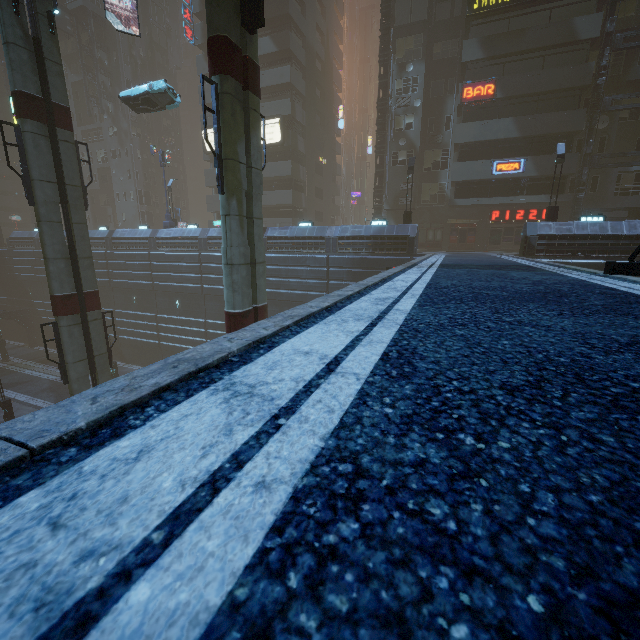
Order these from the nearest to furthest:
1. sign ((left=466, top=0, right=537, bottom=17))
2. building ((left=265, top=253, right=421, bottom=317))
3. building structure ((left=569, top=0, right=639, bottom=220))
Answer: building ((left=265, top=253, right=421, bottom=317)), building structure ((left=569, top=0, right=639, bottom=220)), sign ((left=466, top=0, right=537, bottom=17))

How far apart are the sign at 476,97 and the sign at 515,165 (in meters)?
4.37

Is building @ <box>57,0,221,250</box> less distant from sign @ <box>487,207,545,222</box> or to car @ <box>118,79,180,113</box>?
sign @ <box>487,207,545,222</box>

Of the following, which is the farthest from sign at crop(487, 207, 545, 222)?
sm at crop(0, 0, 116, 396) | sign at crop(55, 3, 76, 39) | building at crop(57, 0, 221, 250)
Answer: sign at crop(55, 3, 76, 39)

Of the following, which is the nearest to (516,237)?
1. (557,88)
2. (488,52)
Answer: (557,88)

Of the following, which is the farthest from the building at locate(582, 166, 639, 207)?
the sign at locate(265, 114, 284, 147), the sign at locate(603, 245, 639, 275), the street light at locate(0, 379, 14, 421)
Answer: the street light at locate(0, 379, 14, 421)

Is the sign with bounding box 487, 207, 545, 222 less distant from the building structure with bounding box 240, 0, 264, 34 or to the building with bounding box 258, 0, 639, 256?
the building with bounding box 258, 0, 639, 256

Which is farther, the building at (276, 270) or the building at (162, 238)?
the building at (162, 238)
